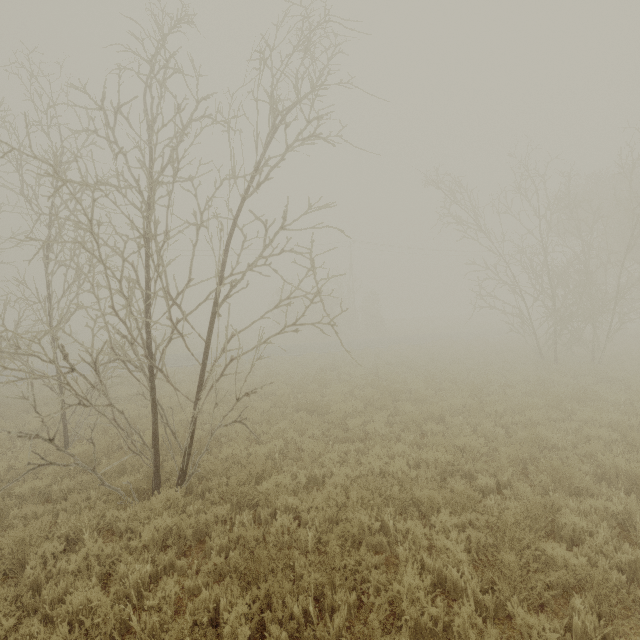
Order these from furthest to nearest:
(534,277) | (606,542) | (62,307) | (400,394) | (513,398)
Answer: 1. (534,277)
2. (62,307)
3. (400,394)
4. (513,398)
5. (606,542)
